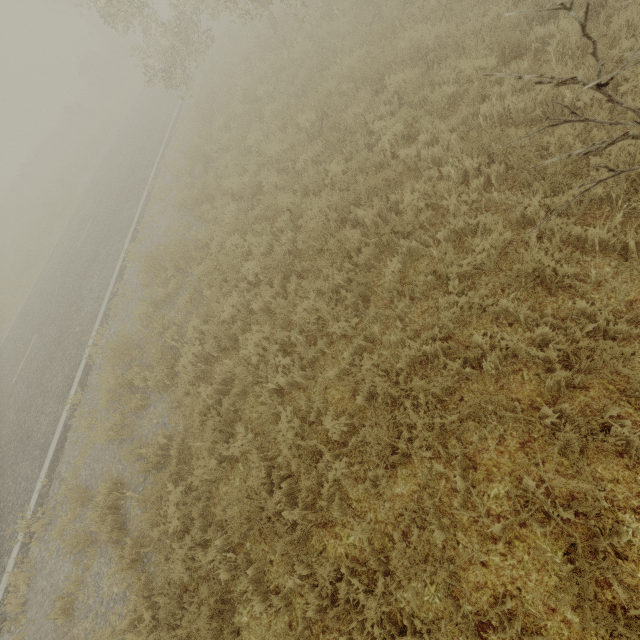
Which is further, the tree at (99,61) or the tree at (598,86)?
the tree at (99,61)

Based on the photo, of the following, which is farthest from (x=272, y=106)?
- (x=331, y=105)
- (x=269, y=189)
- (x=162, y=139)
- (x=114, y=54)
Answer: (x=114, y=54)

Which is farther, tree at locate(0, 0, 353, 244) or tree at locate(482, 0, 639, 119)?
tree at locate(0, 0, 353, 244)
